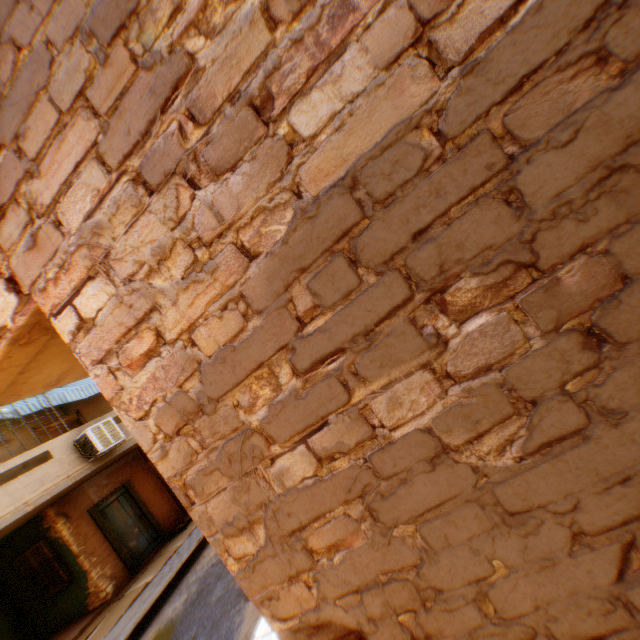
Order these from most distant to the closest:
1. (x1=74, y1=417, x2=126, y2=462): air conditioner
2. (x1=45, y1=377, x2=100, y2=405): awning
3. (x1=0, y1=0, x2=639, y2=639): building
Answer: (x1=45, y1=377, x2=100, y2=405): awning, (x1=74, y1=417, x2=126, y2=462): air conditioner, (x1=0, y1=0, x2=639, y2=639): building

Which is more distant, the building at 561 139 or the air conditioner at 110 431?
the air conditioner at 110 431

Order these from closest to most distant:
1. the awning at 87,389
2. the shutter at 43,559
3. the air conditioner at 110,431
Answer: the air conditioner at 110,431 < the shutter at 43,559 < the awning at 87,389

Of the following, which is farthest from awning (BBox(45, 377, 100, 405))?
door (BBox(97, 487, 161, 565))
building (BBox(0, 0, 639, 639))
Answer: door (BBox(97, 487, 161, 565))

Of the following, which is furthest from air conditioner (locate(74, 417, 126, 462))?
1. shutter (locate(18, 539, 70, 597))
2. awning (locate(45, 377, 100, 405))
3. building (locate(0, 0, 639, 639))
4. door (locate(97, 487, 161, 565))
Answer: shutter (locate(18, 539, 70, 597))

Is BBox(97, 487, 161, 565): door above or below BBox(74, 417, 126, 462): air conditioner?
below

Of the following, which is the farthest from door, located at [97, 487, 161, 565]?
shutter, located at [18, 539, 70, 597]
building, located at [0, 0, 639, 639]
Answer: shutter, located at [18, 539, 70, 597]

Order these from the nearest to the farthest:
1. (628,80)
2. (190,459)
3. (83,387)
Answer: (628,80)
(190,459)
(83,387)
